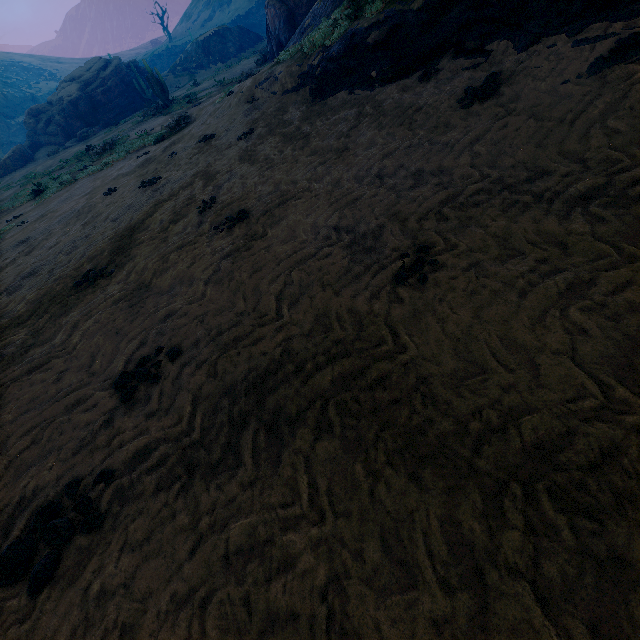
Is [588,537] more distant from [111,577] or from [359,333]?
[111,577]

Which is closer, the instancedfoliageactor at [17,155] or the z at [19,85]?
the instancedfoliageactor at [17,155]

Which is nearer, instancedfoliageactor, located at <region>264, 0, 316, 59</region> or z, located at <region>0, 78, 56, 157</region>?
instancedfoliageactor, located at <region>264, 0, 316, 59</region>

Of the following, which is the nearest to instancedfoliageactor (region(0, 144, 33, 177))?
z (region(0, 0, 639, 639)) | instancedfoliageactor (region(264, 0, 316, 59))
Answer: z (region(0, 0, 639, 639))

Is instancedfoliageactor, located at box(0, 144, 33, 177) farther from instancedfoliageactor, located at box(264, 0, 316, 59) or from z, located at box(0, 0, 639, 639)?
instancedfoliageactor, located at box(264, 0, 316, 59)

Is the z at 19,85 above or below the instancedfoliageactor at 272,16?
above

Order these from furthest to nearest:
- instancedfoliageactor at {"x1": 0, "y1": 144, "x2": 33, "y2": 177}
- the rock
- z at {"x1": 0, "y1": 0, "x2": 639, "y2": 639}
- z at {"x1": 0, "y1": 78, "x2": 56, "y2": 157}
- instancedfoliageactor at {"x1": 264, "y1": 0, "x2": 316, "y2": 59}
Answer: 1. z at {"x1": 0, "y1": 78, "x2": 56, "y2": 157}
2. the rock
3. instancedfoliageactor at {"x1": 0, "y1": 144, "x2": 33, "y2": 177}
4. instancedfoliageactor at {"x1": 264, "y1": 0, "x2": 316, "y2": 59}
5. z at {"x1": 0, "y1": 0, "x2": 639, "y2": 639}

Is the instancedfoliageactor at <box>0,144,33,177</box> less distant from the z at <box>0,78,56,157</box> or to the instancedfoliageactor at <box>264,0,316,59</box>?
the instancedfoliageactor at <box>264,0,316,59</box>
